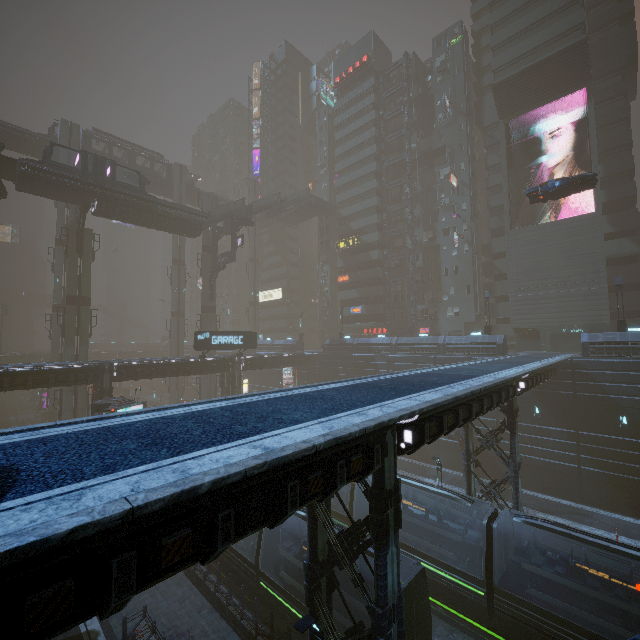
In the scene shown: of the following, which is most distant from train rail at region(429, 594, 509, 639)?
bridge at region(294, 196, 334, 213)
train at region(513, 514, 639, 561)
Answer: bridge at region(294, 196, 334, 213)

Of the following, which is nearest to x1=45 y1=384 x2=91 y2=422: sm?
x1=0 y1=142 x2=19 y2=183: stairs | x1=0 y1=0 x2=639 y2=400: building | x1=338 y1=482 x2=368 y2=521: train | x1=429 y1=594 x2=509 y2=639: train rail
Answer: x1=0 y1=0 x2=639 y2=400: building

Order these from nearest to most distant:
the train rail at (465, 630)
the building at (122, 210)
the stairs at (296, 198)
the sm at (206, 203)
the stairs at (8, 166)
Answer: the train rail at (465, 630) < the stairs at (8, 166) < the building at (122, 210) < the sm at (206, 203) < the stairs at (296, 198)

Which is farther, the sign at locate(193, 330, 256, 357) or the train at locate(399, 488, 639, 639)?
the sign at locate(193, 330, 256, 357)

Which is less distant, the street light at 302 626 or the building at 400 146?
the street light at 302 626

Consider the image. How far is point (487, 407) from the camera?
14.40m

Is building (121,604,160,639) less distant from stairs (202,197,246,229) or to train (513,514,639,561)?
stairs (202,197,246,229)

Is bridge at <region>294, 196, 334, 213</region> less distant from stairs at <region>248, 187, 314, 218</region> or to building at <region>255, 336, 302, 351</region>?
stairs at <region>248, 187, 314, 218</region>
